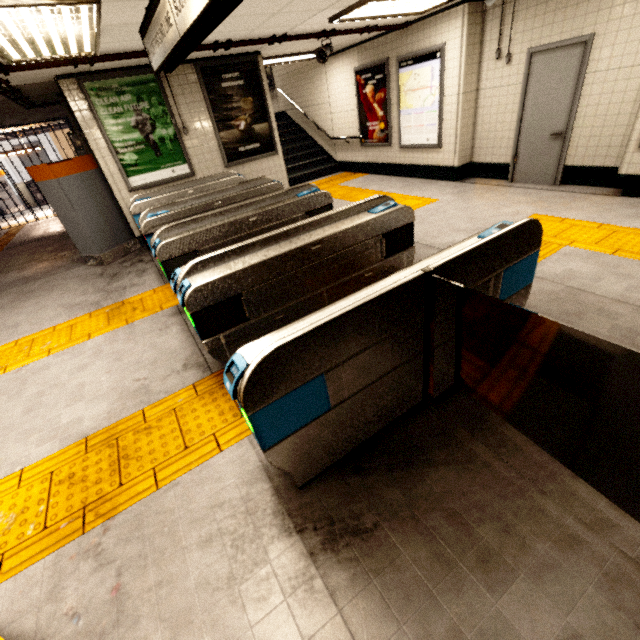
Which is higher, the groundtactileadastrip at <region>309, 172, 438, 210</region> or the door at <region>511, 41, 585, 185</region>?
the door at <region>511, 41, 585, 185</region>

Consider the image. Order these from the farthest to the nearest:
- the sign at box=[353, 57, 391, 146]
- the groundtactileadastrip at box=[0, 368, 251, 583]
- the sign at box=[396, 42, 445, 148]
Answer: the sign at box=[353, 57, 391, 146] → the sign at box=[396, 42, 445, 148] → the groundtactileadastrip at box=[0, 368, 251, 583]

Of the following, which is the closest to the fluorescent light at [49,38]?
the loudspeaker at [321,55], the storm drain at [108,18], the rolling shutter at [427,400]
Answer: the storm drain at [108,18]

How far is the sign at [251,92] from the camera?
6.1m

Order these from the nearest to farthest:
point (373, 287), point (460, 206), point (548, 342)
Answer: point (373, 287) → point (548, 342) → point (460, 206)

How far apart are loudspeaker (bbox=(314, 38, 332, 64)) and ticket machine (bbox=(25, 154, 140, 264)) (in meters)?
4.78

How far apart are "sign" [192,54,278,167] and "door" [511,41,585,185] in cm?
482

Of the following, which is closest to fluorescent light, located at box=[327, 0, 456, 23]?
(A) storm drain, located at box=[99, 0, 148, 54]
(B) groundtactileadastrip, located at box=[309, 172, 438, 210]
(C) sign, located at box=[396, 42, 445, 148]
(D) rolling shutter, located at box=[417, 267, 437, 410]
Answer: (A) storm drain, located at box=[99, 0, 148, 54]
